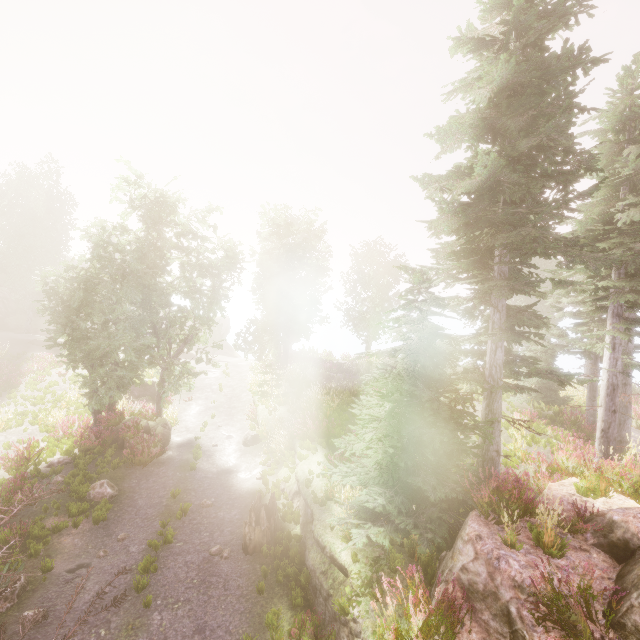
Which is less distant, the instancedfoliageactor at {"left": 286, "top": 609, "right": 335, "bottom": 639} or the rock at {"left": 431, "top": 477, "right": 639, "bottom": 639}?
the rock at {"left": 431, "top": 477, "right": 639, "bottom": 639}

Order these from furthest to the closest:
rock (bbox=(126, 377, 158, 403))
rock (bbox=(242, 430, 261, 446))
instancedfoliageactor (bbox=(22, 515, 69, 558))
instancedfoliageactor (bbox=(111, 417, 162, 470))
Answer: rock (bbox=(126, 377, 158, 403)), rock (bbox=(242, 430, 261, 446)), instancedfoliageactor (bbox=(111, 417, 162, 470)), instancedfoliageactor (bbox=(22, 515, 69, 558))

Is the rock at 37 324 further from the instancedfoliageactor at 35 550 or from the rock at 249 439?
the rock at 249 439

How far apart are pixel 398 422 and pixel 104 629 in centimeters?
778cm

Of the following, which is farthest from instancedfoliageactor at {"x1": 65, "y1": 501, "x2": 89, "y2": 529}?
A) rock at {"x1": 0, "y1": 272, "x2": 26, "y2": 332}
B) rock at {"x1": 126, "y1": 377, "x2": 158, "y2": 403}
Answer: rock at {"x1": 126, "y1": 377, "x2": 158, "y2": 403}

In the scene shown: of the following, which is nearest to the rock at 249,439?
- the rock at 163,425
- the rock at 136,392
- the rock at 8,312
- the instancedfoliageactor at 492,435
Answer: the rock at 163,425

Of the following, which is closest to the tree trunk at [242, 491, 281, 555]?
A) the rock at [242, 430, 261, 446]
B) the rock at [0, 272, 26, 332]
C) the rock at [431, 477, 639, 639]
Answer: the rock at [431, 477, 639, 639]
